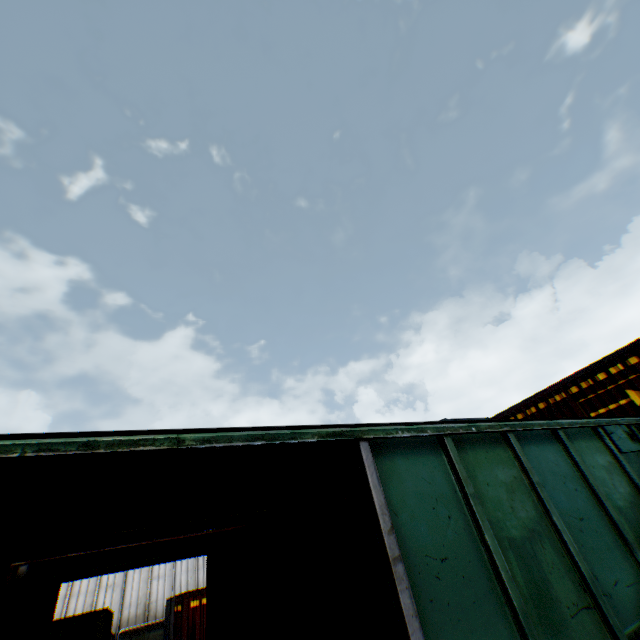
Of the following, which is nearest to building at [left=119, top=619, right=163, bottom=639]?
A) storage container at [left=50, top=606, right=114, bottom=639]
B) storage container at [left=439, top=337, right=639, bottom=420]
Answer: storage container at [left=50, top=606, right=114, bottom=639]

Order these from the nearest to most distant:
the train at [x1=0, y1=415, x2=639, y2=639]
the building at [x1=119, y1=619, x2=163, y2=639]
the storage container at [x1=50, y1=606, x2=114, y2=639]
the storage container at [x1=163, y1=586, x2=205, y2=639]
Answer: the train at [x1=0, y1=415, x2=639, y2=639] < the storage container at [x1=50, y1=606, x2=114, y2=639] < the storage container at [x1=163, y1=586, x2=205, y2=639] < the building at [x1=119, y1=619, x2=163, y2=639]

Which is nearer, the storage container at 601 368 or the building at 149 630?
the storage container at 601 368

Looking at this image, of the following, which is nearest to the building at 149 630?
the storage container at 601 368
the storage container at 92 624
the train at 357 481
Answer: the storage container at 92 624

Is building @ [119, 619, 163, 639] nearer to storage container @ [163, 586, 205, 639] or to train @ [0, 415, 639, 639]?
storage container @ [163, 586, 205, 639]

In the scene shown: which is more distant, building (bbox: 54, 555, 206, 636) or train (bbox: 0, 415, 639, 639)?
building (bbox: 54, 555, 206, 636)

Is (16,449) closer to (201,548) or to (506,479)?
(506,479)

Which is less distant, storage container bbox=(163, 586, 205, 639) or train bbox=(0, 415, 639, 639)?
train bbox=(0, 415, 639, 639)
